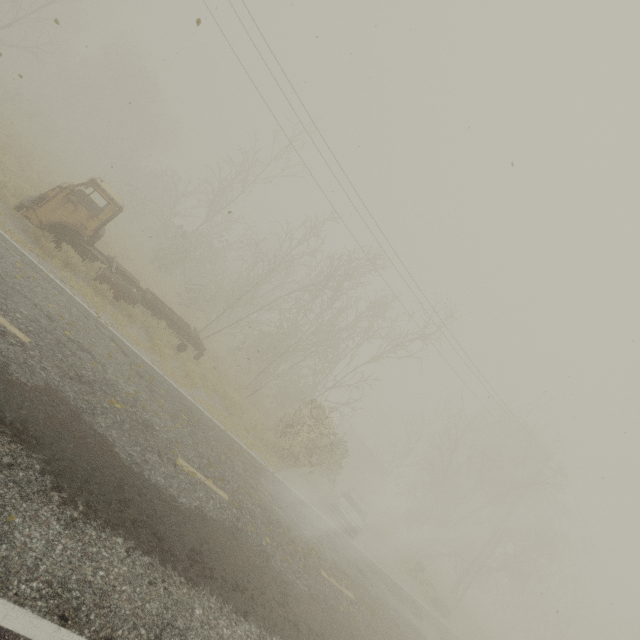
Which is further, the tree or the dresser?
the tree

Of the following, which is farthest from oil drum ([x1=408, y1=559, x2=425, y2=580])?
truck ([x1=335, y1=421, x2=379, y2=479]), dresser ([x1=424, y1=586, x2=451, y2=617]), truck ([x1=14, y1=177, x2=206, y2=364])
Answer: truck ([x1=335, y1=421, x2=379, y2=479])

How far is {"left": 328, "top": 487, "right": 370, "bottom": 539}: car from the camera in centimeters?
1361cm

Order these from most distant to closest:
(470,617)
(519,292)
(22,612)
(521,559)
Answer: (521,559), (470,617), (519,292), (22,612)

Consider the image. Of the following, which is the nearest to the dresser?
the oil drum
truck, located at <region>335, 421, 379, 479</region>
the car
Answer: the oil drum

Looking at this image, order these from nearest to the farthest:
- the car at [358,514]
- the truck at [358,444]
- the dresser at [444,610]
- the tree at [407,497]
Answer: the car at [358,514] → the dresser at [444,610] → the tree at [407,497] → the truck at [358,444]

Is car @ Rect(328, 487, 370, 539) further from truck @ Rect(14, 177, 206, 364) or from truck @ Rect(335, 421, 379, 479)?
truck @ Rect(335, 421, 379, 479)

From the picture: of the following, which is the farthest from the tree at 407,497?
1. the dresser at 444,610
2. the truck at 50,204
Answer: the truck at 50,204
